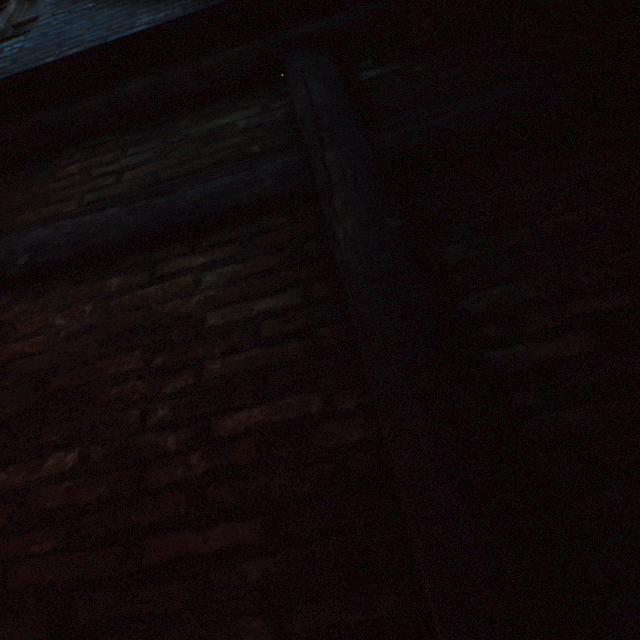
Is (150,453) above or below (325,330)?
below
